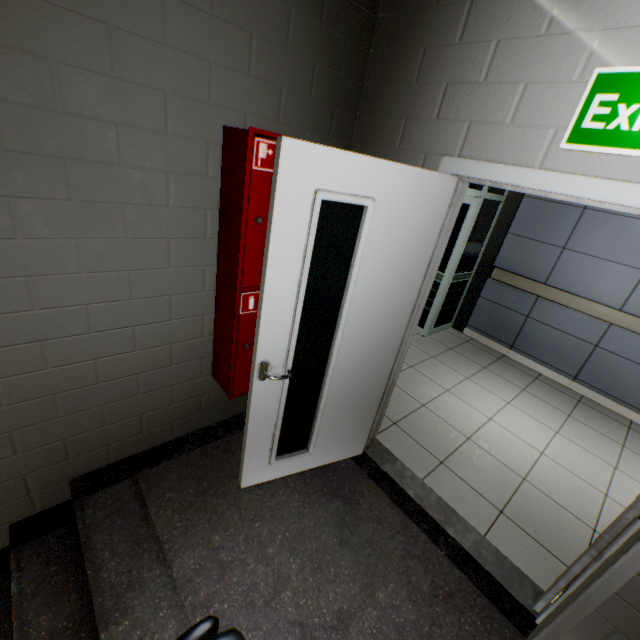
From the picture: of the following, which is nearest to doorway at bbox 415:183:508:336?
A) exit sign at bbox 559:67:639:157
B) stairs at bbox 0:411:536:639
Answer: stairs at bbox 0:411:536:639

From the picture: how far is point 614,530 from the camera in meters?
1.5 m

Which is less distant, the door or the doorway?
the door

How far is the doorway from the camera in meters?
4.0

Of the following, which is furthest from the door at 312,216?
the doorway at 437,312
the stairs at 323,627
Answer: the doorway at 437,312

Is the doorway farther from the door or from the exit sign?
the exit sign

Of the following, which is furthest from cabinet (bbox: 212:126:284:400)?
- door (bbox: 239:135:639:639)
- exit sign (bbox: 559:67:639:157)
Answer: exit sign (bbox: 559:67:639:157)

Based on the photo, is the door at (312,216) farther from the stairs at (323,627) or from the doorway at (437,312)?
the doorway at (437,312)
